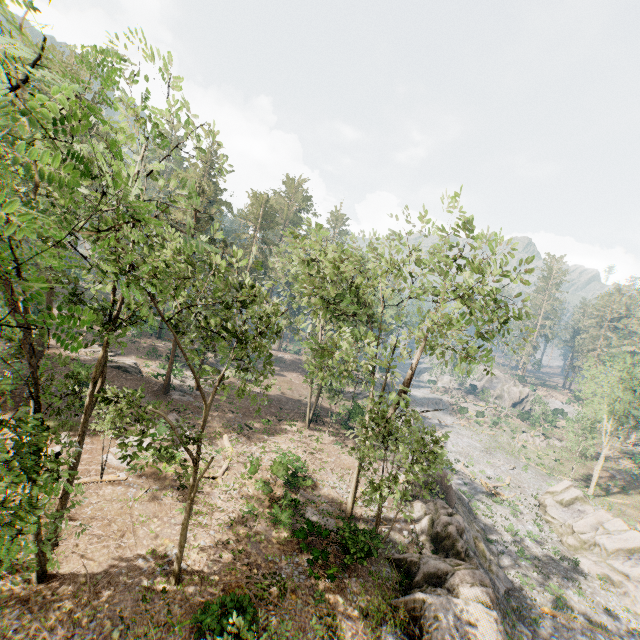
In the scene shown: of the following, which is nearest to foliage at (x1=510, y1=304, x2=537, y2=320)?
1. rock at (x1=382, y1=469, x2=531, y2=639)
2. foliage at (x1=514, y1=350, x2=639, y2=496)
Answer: rock at (x1=382, y1=469, x2=531, y2=639)

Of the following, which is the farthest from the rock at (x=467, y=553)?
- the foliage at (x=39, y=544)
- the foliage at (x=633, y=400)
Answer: the foliage at (x=633, y=400)

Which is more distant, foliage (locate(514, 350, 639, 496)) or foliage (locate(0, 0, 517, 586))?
foliage (locate(514, 350, 639, 496))

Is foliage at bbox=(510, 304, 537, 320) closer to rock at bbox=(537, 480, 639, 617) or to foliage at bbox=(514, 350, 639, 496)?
rock at bbox=(537, 480, 639, 617)

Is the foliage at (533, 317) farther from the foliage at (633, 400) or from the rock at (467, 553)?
the foliage at (633, 400)

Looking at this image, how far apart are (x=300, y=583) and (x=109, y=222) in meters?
17.3 m

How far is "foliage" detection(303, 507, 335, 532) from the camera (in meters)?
19.16
